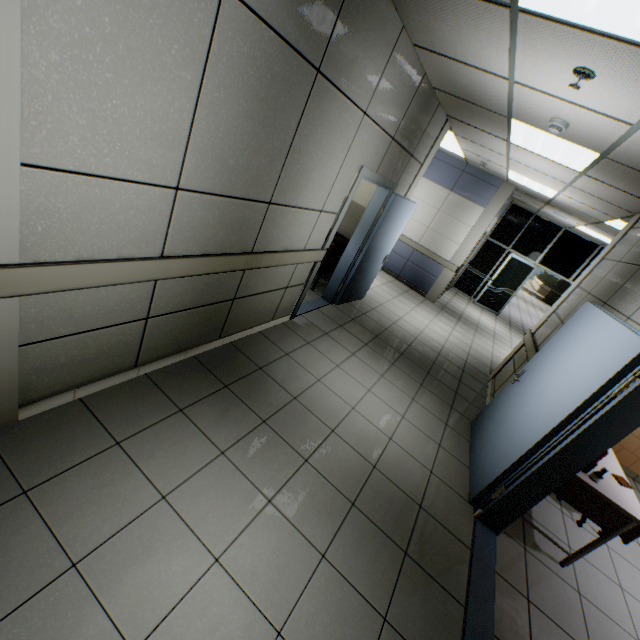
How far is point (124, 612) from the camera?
1.5 meters

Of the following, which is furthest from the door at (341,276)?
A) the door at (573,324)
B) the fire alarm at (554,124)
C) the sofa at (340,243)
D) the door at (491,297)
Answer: the door at (491,297)

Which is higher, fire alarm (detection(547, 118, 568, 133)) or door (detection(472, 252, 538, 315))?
fire alarm (detection(547, 118, 568, 133))

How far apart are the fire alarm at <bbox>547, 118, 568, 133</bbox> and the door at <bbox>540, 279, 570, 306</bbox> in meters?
21.5

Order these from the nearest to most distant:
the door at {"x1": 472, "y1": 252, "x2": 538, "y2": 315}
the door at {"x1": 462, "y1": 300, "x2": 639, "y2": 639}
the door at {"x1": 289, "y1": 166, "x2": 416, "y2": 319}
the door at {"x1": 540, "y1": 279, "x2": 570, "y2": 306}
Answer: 1. the door at {"x1": 462, "y1": 300, "x2": 639, "y2": 639}
2. the door at {"x1": 289, "y1": 166, "x2": 416, "y2": 319}
3. the door at {"x1": 472, "y1": 252, "x2": 538, "y2": 315}
4. the door at {"x1": 540, "y1": 279, "x2": 570, "y2": 306}

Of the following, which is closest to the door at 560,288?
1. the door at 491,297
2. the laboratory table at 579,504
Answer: the door at 491,297

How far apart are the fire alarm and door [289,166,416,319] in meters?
1.8

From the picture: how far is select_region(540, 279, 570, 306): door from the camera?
20.72m
